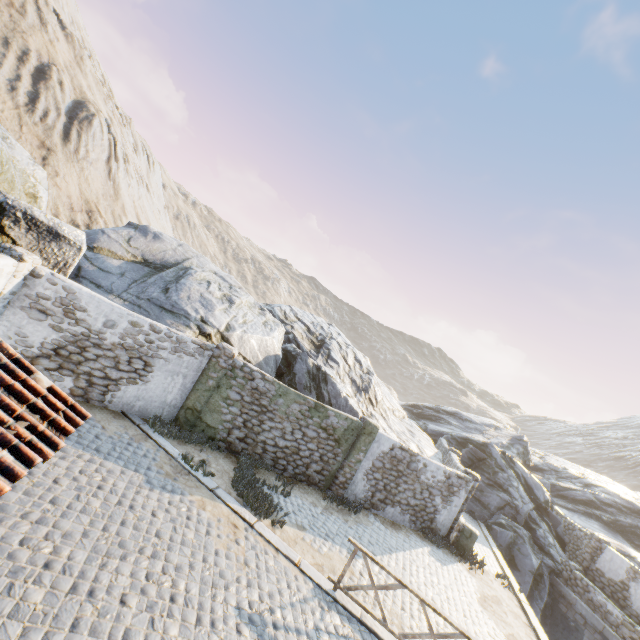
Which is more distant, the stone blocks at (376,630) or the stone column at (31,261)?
the stone column at (31,261)

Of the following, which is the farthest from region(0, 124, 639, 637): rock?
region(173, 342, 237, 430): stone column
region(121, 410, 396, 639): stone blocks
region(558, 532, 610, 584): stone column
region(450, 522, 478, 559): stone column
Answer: region(558, 532, 610, 584): stone column

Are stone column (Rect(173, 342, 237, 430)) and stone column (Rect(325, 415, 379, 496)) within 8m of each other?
yes

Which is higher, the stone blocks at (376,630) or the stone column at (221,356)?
the stone column at (221,356)

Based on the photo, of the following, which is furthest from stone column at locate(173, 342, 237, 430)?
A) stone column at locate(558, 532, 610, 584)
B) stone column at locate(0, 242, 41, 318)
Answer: stone column at locate(558, 532, 610, 584)

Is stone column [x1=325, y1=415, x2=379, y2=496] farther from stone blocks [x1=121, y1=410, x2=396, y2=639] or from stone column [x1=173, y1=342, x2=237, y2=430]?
stone column [x1=173, y1=342, x2=237, y2=430]

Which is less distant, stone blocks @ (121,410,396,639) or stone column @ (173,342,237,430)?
stone blocks @ (121,410,396,639)

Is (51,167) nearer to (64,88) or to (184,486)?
(64,88)
